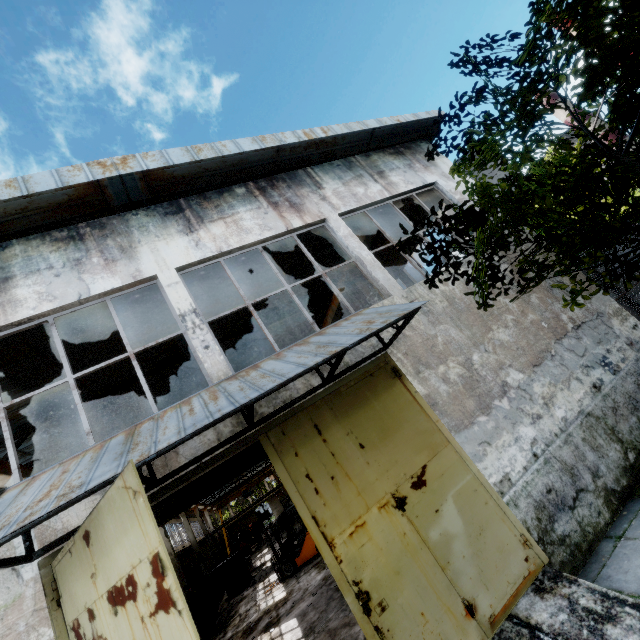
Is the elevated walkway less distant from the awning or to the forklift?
the awning

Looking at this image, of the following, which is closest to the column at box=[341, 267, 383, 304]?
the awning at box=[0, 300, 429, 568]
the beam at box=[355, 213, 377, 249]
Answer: the beam at box=[355, 213, 377, 249]

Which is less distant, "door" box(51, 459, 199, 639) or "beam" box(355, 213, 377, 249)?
"door" box(51, 459, 199, 639)

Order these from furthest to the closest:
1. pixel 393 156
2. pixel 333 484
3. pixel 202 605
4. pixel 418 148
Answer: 1. pixel 202 605
2. pixel 418 148
3. pixel 393 156
4. pixel 333 484

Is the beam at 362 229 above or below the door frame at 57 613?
above

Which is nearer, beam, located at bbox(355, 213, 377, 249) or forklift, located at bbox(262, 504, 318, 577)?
beam, located at bbox(355, 213, 377, 249)

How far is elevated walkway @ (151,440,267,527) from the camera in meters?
4.9

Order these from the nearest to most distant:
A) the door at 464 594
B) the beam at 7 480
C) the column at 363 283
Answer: the door at 464 594
the beam at 7 480
the column at 363 283
